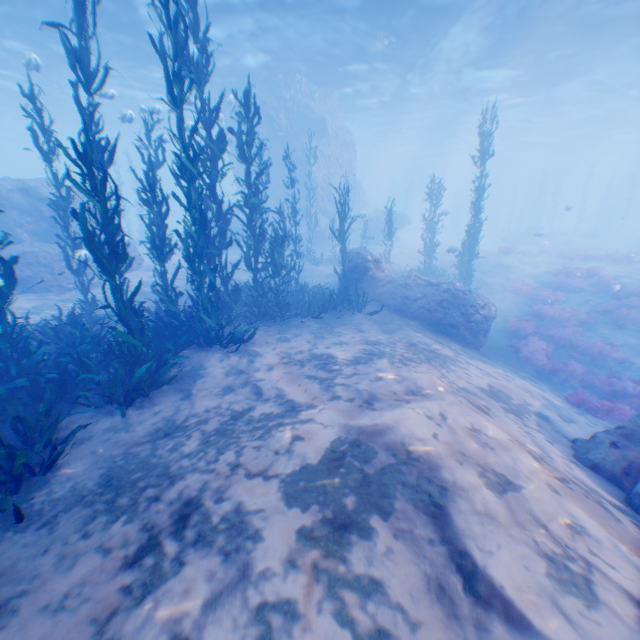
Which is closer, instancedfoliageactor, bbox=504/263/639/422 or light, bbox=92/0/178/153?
instancedfoliageactor, bbox=504/263/639/422

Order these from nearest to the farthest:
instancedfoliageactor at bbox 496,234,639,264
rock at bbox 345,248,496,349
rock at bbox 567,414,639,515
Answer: rock at bbox 567,414,639,515 → rock at bbox 345,248,496,349 → instancedfoliageactor at bbox 496,234,639,264

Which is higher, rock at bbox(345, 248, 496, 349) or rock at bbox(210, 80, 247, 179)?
rock at bbox(210, 80, 247, 179)

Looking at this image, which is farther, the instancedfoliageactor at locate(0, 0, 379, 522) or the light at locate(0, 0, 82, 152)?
the light at locate(0, 0, 82, 152)

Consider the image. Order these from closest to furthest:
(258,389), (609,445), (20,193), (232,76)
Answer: (609,445), (258,389), (20,193), (232,76)

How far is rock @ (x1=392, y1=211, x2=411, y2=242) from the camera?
30.4m

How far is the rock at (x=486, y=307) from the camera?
11.2m

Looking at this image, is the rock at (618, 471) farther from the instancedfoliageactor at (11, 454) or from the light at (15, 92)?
the instancedfoliageactor at (11, 454)
